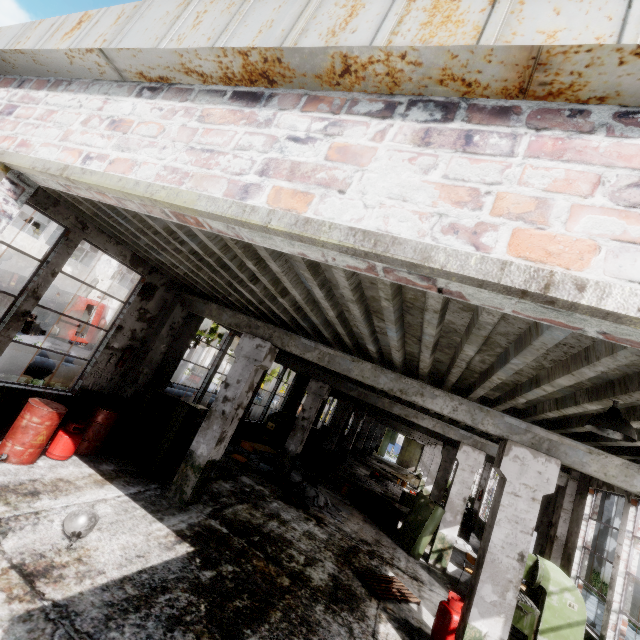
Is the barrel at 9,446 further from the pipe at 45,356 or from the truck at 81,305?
the truck at 81,305

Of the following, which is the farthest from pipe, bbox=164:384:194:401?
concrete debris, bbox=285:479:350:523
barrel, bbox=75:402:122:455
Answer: concrete debris, bbox=285:479:350:523

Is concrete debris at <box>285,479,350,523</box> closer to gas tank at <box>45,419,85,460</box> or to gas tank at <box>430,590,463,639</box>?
gas tank at <box>430,590,463,639</box>

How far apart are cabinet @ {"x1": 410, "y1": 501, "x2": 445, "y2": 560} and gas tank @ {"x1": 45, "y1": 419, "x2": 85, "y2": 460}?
9.9 meters

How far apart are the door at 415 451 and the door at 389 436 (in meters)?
1.96

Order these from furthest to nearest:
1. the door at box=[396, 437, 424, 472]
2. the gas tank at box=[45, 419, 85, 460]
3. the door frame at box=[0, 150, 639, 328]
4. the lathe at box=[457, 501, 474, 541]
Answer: the door at box=[396, 437, 424, 472]
the lathe at box=[457, 501, 474, 541]
the gas tank at box=[45, 419, 85, 460]
the door frame at box=[0, 150, 639, 328]

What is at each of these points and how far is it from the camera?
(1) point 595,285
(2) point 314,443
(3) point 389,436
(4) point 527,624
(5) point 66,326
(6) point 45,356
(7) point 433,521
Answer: (1) door frame, 1.21m
(2) lathe, 21.95m
(3) door, 46.28m
(4) band saw, 7.16m
(5) truck, 20.45m
(6) pipe, 9.42m
(7) cabinet, 10.34m

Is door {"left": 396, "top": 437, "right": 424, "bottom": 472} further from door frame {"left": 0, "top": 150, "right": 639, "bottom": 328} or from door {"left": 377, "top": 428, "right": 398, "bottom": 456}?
door frame {"left": 0, "top": 150, "right": 639, "bottom": 328}
